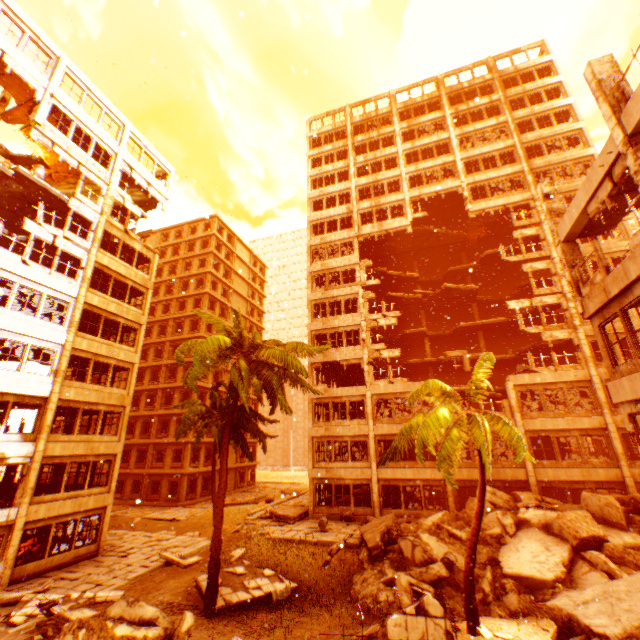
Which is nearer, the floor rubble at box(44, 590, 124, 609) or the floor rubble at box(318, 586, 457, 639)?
the floor rubble at box(318, 586, 457, 639)

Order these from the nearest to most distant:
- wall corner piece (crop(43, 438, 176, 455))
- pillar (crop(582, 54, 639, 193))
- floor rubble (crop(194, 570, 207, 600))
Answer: pillar (crop(582, 54, 639, 193))
floor rubble (crop(194, 570, 207, 600))
wall corner piece (crop(43, 438, 176, 455))

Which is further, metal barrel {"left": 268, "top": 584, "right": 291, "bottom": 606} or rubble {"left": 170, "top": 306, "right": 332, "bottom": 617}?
rubble {"left": 170, "top": 306, "right": 332, "bottom": 617}

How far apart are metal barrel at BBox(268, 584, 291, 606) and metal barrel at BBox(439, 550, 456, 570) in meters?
6.1 m

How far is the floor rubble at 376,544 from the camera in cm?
1557

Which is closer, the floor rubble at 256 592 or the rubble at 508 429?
the rubble at 508 429

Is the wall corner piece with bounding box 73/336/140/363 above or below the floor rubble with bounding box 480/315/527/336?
below

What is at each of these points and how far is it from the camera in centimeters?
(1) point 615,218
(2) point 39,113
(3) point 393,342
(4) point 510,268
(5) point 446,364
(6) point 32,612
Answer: (1) floor rubble, 1153cm
(2) pillar, 1897cm
(3) floor rubble, 3406cm
(4) floor rubble, 3184cm
(5) floor rubble, 3078cm
(6) floor rubble, 1218cm
